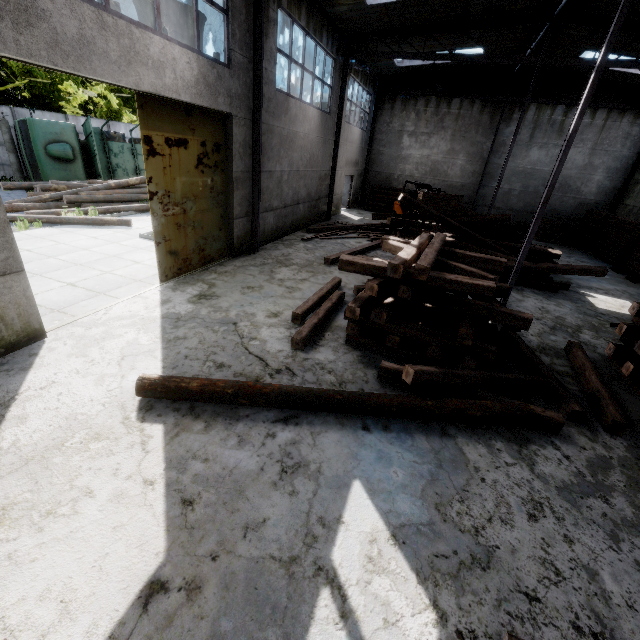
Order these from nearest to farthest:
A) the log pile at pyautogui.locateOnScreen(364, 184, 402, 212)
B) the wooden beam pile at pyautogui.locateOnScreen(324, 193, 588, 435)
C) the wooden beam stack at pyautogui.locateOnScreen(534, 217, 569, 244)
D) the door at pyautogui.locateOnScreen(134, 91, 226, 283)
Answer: the wooden beam pile at pyautogui.locateOnScreen(324, 193, 588, 435) < the door at pyautogui.locateOnScreen(134, 91, 226, 283) < the wooden beam stack at pyautogui.locateOnScreen(534, 217, 569, 244) < the log pile at pyautogui.locateOnScreen(364, 184, 402, 212)

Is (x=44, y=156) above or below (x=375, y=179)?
below

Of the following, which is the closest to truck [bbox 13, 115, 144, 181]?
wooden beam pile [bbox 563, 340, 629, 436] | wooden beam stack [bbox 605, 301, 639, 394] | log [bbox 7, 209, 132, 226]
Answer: log [bbox 7, 209, 132, 226]

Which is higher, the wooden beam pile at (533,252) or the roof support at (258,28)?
the roof support at (258,28)

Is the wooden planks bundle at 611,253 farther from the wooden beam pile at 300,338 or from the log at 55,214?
the log at 55,214

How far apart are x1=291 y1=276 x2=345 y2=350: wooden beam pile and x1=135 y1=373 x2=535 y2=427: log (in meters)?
1.29

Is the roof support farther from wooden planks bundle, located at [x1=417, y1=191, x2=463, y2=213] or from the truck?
the truck

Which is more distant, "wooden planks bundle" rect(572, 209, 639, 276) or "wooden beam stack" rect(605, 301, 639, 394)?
"wooden planks bundle" rect(572, 209, 639, 276)
